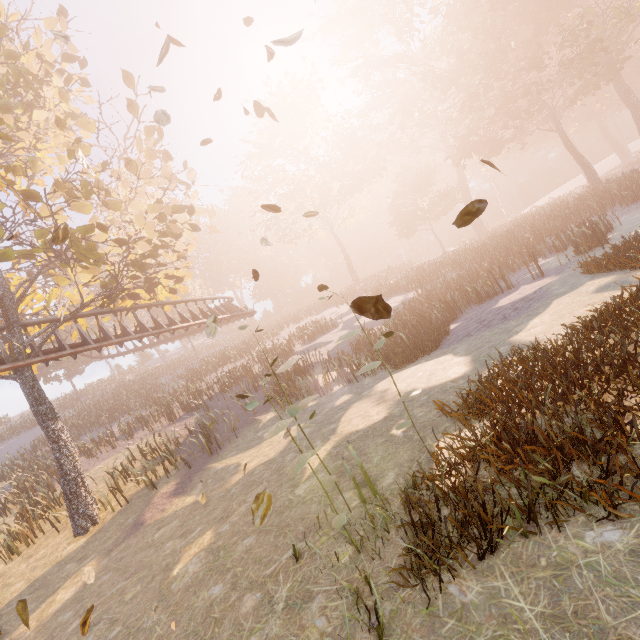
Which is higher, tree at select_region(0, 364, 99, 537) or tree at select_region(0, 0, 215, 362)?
tree at select_region(0, 0, 215, 362)

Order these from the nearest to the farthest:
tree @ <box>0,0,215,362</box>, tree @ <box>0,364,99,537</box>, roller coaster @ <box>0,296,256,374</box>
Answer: tree @ <box>0,0,215,362</box>, tree @ <box>0,364,99,537</box>, roller coaster @ <box>0,296,256,374</box>

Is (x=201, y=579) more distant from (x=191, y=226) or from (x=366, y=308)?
(x=191, y=226)

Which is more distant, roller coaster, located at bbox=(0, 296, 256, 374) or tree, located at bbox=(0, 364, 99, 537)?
roller coaster, located at bbox=(0, 296, 256, 374)

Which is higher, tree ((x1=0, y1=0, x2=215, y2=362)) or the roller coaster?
tree ((x1=0, y1=0, x2=215, y2=362))

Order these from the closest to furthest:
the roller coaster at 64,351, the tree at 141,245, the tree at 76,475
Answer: the tree at 141,245, the tree at 76,475, the roller coaster at 64,351

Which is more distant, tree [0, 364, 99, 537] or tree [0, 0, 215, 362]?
tree [0, 364, 99, 537]

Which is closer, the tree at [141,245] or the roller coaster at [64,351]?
the tree at [141,245]
